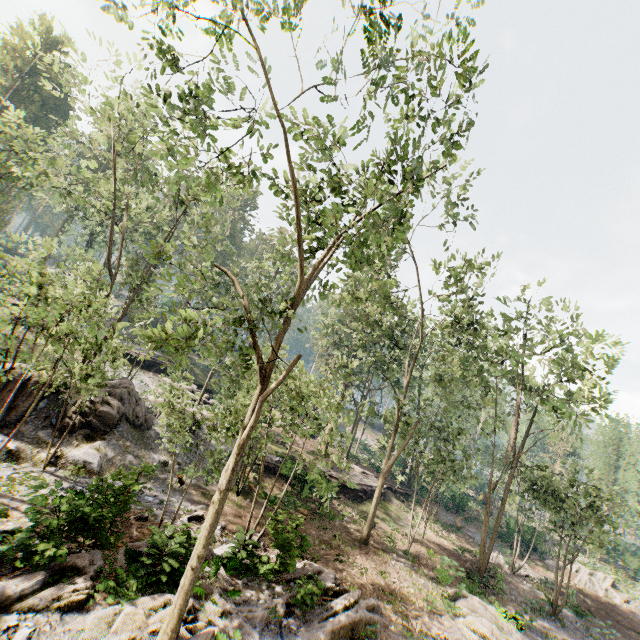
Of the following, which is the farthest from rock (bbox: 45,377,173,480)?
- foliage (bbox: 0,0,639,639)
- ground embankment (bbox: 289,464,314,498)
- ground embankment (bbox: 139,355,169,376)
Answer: ground embankment (bbox: 139,355,169,376)

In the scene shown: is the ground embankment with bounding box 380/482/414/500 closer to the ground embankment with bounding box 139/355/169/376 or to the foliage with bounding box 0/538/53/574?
the foliage with bounding box 0/538/53/574

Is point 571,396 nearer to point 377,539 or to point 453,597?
point 453,597

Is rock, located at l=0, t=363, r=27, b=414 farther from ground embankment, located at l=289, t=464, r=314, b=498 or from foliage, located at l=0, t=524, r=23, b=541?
ground embankment, located at l=289, t=464, r=314, b=498

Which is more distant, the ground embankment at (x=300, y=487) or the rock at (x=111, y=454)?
the ground embankment at (x=300, y=487)

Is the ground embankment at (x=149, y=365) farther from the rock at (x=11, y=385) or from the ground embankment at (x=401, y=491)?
the ground embankment at (x=401, y=491)

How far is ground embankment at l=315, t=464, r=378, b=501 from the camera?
23.86m

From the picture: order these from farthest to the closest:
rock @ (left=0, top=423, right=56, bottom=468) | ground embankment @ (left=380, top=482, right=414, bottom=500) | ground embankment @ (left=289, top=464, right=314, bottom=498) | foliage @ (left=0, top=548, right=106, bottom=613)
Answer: ground embankment @ (left=380, top=482, right=414, bottom=500) < ground embankment @ (left=289, top=464, right=314, bottom=498) < rock @ (left=0, top=423, right=56, bottom=468) < foliage @ (left=0, top=548, right=106, bottom=613)
